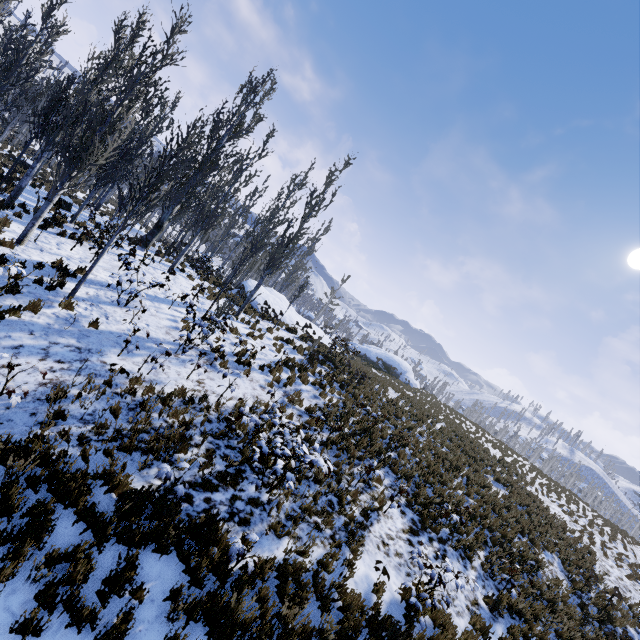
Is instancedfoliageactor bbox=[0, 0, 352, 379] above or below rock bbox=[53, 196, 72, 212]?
above

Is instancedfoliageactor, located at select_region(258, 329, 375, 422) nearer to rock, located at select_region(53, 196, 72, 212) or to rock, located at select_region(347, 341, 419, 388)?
rock, located at select_region(53, 196, 72, 212)

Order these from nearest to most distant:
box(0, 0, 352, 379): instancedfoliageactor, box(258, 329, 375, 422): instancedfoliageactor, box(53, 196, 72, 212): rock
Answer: box(0, 0, 352, 379): instancedfoliageactor → box(258, 329, 375, 422): instancedfoliageactor → box(53, 196, 72, 212): rock

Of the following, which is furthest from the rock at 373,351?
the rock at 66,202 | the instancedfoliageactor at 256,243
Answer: the rock at 66,202

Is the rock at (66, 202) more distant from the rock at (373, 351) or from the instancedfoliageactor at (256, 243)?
the rock at (373, 351)

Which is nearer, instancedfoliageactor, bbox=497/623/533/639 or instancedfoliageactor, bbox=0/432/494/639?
instancedfoliageactor, bbox=0/432/494/639

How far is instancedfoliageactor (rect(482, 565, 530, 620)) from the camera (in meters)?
8.25

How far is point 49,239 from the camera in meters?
12.1
